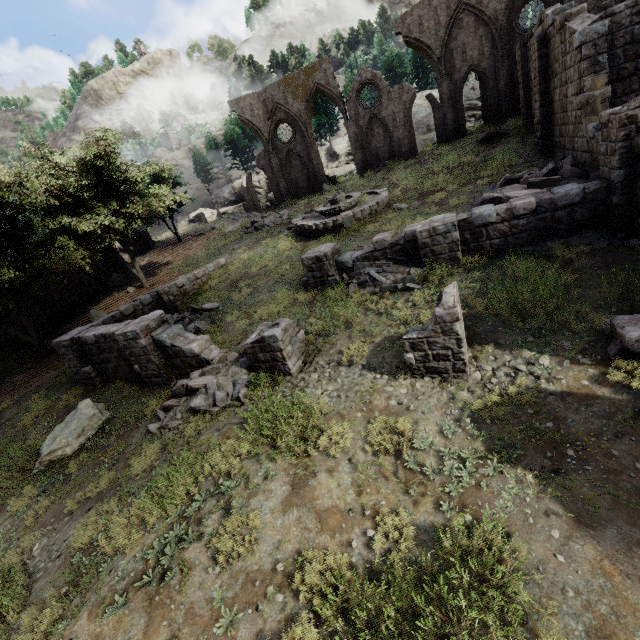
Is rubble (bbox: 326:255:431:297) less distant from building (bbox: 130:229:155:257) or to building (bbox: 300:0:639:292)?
building (bbox: 300:0:639:292)

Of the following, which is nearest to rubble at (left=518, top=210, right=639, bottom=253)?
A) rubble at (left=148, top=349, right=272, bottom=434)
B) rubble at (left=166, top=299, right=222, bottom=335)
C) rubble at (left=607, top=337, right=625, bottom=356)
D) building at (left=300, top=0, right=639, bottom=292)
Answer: building at (left=300, top=0, right=639, bottom=292)

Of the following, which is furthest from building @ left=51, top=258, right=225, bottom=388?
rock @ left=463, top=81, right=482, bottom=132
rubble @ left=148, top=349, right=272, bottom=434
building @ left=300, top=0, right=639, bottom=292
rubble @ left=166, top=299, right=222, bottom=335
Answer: rock @ left=463, top=81, right=482, bottom=132

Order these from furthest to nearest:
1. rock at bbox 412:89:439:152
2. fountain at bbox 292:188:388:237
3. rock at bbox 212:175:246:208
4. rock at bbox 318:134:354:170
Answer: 1. rock at bbox 212:175:246:208
2. rock at bbox 318:134:354:170
3. rock at bbox 412:89:439:152
4. fountain at bbox 292:188:388:237

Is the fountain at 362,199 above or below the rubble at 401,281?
above

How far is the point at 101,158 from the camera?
18.16m

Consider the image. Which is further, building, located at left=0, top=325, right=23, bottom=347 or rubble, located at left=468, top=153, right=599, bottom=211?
building, located at left=0, top=325, right=23, bottom=347

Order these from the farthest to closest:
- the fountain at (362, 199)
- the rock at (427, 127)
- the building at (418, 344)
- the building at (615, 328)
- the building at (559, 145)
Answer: the rock at (427, 127) < the fountain at (362, 199) < the building at (559, 145) < the building at (418, 344) < the building at (615, 328)
